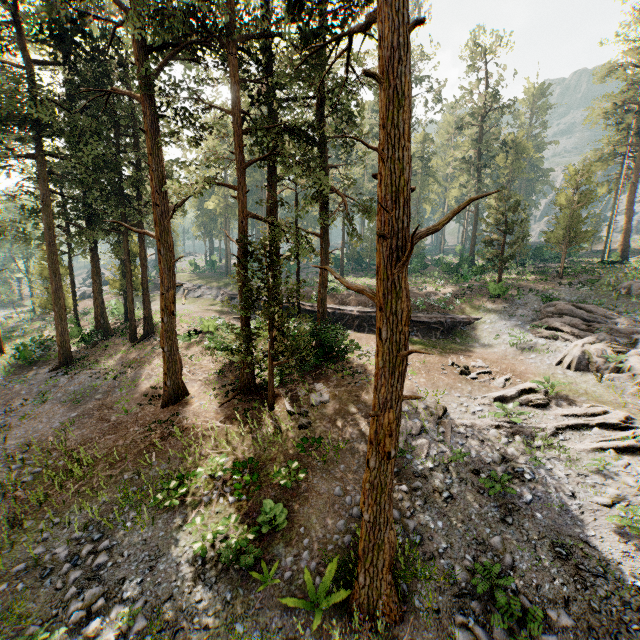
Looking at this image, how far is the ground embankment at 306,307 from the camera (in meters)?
21.06

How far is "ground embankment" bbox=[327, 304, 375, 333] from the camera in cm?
2428

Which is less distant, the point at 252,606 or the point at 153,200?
the point at 252,606

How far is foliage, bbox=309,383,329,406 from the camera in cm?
1669

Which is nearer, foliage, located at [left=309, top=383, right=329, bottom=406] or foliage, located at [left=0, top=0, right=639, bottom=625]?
foliage, located at [left=0, top=0, right=639, bottom=625]

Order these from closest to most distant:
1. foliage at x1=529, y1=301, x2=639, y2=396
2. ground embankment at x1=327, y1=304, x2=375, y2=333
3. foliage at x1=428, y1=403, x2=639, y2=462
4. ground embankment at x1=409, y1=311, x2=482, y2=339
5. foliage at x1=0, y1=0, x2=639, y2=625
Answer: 1. foliage at x1=0, y1=0, x2=639, y2=625
2. foliage at x1=428, y1=403, x2=639, y2=462
3. foliage at x1=529, y1=301, x2=639, y2=396
4. ground embankment at x1=327, y1=304, x2=375, y2=333
5. ground embankment at x1=409, y1=311, x2=482, y2=339

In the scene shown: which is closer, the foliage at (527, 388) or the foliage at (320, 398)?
the foliage at (527, 388)
